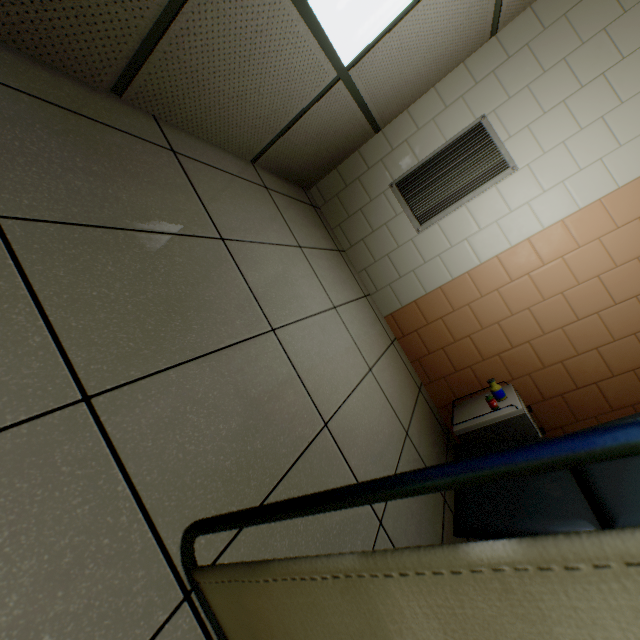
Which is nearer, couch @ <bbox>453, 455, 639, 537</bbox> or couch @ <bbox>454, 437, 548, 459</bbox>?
couch @ <bbox>453, 455, 639, 537</bbox>

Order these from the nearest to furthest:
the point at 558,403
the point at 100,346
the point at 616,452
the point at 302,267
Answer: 1. the point at 616,452
2. the point at 100,346
3. the point at 302,267
4. the point at 558,403

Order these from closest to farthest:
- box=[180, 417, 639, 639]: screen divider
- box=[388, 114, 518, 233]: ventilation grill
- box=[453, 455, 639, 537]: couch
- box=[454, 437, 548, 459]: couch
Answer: box=[180, 417, 639, 639]: screen divider → box=[453, 455, 639, 537]: couch → box=[454, 437, 548, 459]: couch → box=[388, 114, 518, 233]: ventilation grill

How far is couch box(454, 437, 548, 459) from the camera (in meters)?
2.01

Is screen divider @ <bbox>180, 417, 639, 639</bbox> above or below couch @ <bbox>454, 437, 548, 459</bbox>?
above

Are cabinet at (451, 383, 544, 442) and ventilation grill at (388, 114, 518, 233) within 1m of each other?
no

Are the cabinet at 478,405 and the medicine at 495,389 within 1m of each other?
yes

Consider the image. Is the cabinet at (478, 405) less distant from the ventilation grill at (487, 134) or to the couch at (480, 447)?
the couch at (480, 447)
